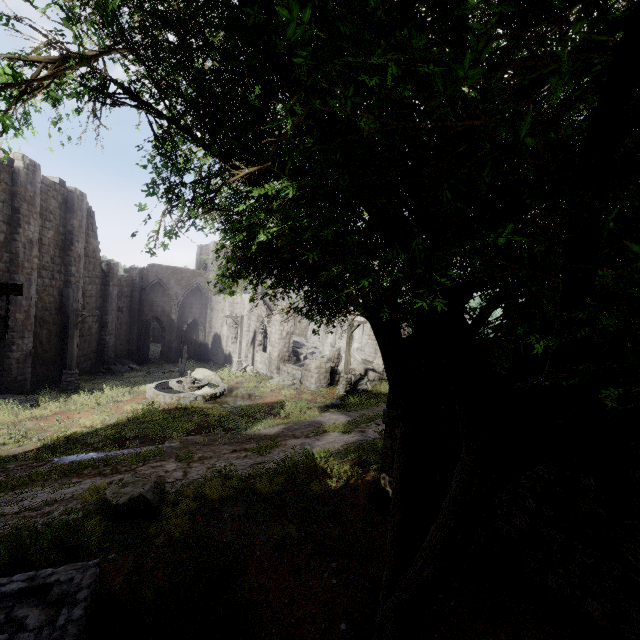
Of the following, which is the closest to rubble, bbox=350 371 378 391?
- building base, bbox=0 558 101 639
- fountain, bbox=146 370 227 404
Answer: fountain, bbox=146 370 227 404

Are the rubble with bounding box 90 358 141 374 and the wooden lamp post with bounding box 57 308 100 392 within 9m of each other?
yes

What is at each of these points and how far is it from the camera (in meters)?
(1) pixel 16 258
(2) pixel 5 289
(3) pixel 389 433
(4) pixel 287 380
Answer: (1) building, 16.20
(2) wooden lamp post, 4.71
(3) building, 8.77
(4) rubble, 21.95

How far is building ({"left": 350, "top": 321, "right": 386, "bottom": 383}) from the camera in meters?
23.9

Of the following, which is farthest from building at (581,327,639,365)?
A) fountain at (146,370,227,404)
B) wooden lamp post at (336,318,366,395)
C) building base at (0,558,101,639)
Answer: fountain at (146,370,227,404)

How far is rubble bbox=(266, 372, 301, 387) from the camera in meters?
21.3

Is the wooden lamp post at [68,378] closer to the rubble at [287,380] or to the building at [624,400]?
the building at [624,400]

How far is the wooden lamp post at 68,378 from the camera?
18.1m
